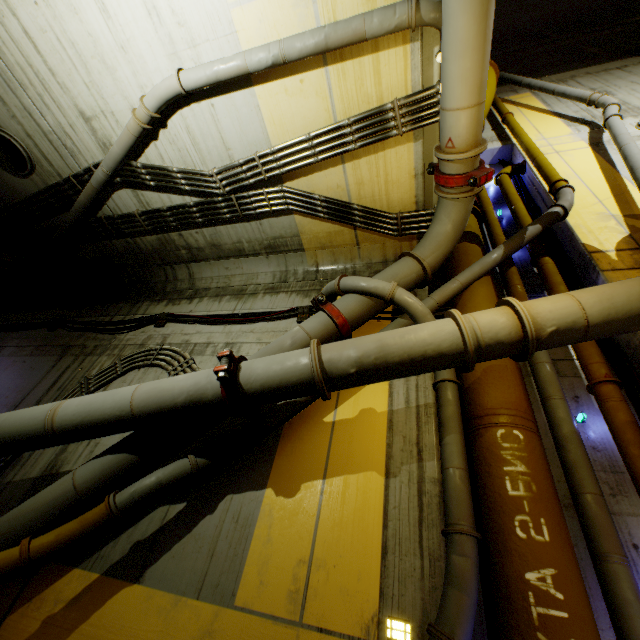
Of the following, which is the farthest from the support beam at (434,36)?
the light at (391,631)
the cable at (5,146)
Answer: the cable at (5,146)

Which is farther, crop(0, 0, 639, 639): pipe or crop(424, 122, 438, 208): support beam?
crop(424, 122, 438, 208): support beam

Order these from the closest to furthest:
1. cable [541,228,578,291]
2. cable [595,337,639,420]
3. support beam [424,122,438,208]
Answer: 1. cable [595,337,639,420]
2. support beam [424,122,438,208]
3. cable [541,228,578,291]

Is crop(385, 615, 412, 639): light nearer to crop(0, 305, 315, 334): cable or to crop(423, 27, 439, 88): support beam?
crop(0, 305, 315, 334): cable

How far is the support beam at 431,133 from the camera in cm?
452

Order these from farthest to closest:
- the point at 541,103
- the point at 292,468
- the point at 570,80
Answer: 1. the point at 570,80
2. the point at 541,103
3. the point at 292,468

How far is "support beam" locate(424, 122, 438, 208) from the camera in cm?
452

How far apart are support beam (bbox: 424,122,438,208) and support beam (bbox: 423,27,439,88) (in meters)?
0.18
